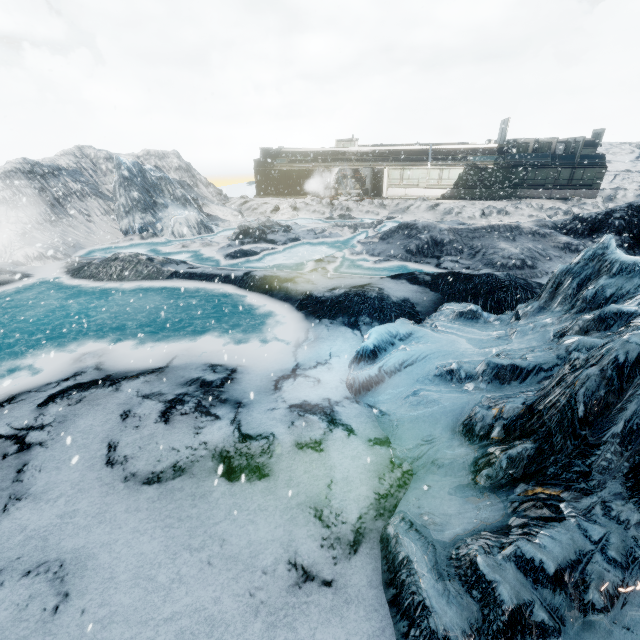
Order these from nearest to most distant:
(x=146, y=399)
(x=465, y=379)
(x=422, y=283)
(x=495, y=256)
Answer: (x=465, y=379), (x=146, y=399), (x=422, y=283), (x=495, y=256)
